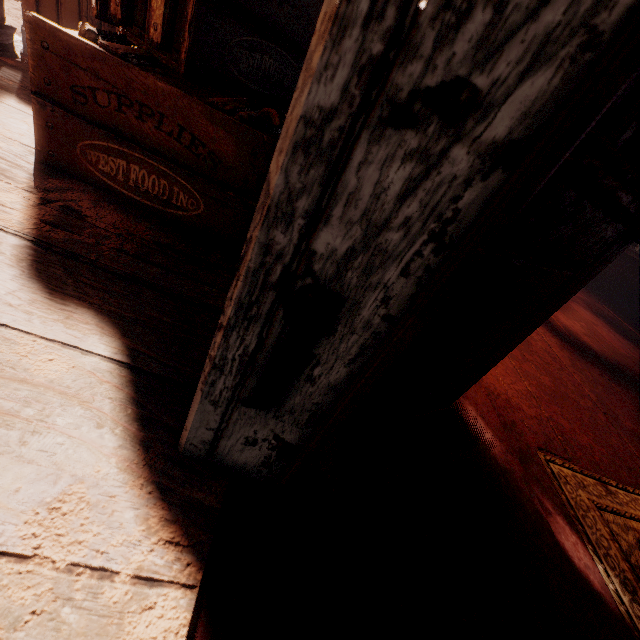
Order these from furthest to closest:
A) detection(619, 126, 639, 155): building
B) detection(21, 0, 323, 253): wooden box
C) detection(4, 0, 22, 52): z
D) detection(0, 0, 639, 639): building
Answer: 1. detection(4, 0, 22, 52): z
2. detection(619, 126, 639, 155): building
3. detection(21, 0, 323, 253): wooden box
4. detection(0, 0, 639, 639): building

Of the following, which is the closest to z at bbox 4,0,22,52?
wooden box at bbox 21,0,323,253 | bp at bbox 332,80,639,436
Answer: wooden box at bbox 21,0,323,253

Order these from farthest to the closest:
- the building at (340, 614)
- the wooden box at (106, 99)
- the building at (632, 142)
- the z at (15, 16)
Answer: the z at (15, 16), the building at (632, 142), the wooden box at (106, 99), the building at (340, 614)

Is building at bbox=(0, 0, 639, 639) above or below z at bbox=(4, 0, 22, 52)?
above

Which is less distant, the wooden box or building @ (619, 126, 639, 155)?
the wooden box

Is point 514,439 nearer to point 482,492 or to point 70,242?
point 482,492

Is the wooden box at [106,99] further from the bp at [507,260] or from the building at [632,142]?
the bp at [507,260]

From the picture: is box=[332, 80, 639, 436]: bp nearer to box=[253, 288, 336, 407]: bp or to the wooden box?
box=[253, 288, 336, 407]: bp
